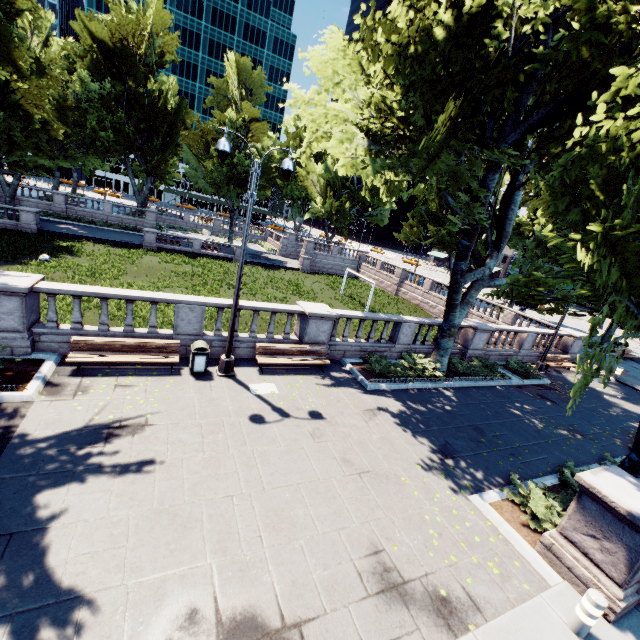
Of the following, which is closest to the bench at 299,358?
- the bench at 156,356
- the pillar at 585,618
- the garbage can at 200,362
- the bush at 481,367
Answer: the garbage can at 200,362

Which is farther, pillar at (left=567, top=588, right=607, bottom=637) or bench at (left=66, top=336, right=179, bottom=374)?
bench at (left=66, top=336, right=179, bottom=374)

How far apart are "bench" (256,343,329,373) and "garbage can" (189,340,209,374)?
1.75m

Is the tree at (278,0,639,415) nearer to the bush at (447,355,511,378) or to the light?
the bush at (447,355,511,378)

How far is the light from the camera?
8.7m

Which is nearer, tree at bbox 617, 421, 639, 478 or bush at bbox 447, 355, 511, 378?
tree at bbox 617, 421, 639, 478

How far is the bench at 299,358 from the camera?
12.0m

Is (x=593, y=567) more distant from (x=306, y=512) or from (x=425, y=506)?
(x=306, y=512)
